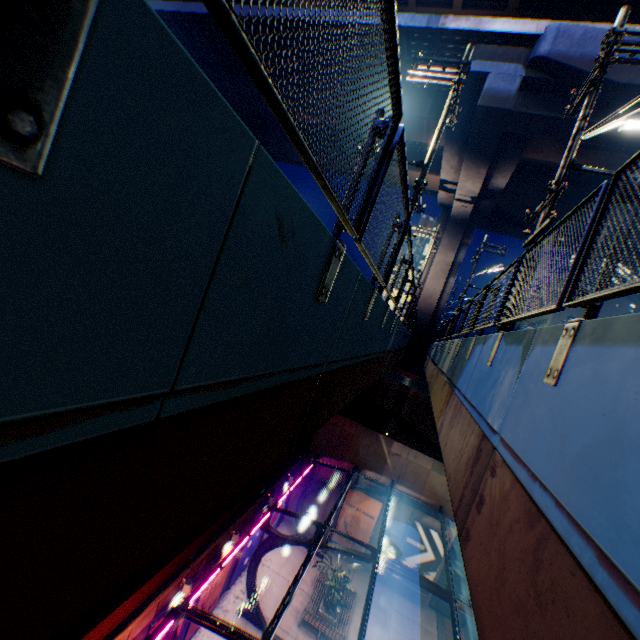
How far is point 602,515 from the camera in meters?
1.6

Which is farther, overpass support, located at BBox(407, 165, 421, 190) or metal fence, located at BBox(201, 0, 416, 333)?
overpass support, located at BBox(407, 165, 421, 190)

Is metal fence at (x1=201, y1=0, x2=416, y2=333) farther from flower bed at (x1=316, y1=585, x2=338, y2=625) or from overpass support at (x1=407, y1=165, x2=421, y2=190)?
flower bed at (x1=316, y1=585, x2=338, y2=625)

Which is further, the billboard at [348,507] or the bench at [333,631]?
the billboard at [348,507]

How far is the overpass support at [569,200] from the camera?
21.4m

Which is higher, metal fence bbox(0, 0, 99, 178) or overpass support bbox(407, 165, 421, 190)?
overpass support bbox(407, 165, 421, 190)

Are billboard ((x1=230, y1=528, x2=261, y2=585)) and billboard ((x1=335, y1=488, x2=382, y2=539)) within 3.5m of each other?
no

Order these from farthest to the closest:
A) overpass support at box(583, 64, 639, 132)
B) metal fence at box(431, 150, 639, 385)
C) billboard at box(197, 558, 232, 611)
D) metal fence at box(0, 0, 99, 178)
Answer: billboard at box(197, 558, 232, 611), overpass support at box(583, 64, 639, 132), metal fence at box(431, 150, 639, 385), metal fence at box(0, 0, 99, 178)
